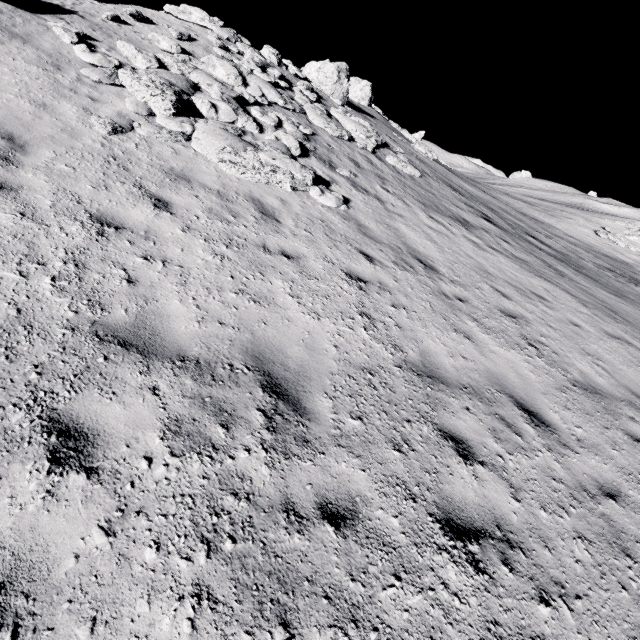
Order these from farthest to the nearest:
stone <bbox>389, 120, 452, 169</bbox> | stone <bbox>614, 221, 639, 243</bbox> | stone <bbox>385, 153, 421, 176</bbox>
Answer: stone <bbox>614, 221, 639, 243</bbox>
stone <bbox>389, 120, 452, 169</bbox>
stone <bbox>385, 153, 421, 176</bbox>

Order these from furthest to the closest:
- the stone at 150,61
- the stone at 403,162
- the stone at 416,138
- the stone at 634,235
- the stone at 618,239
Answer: the stone at 634,235, the stone at 618,239, the stone at 416,138, the stone at 403,162, the stone at 150,61

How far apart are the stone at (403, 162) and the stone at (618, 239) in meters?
35.4 m

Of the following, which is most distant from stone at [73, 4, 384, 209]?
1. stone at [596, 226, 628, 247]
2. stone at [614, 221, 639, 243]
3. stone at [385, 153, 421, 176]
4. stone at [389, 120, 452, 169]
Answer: stone at [614, 221, 639, 243]

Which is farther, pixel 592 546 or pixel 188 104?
pixel 188 104

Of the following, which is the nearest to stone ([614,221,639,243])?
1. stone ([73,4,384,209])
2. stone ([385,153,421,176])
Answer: stone ([385,153,421,176])

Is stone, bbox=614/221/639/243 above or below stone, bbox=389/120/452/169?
below

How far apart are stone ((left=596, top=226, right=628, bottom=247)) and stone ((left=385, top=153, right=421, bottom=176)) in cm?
3541
